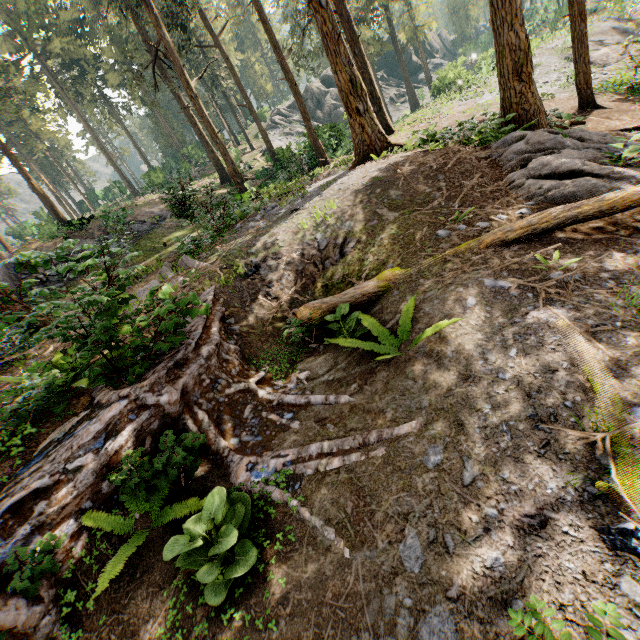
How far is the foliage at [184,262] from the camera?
10.30m

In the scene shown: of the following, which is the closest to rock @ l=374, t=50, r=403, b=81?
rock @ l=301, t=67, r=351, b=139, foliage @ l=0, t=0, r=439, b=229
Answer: foliage @ l=0, t=0, r=439, b=229

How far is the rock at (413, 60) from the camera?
55.0 meters

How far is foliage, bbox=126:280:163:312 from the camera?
4.7m

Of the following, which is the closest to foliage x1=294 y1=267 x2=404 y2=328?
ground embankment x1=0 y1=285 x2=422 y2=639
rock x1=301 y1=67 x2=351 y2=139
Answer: ground embankment x1=0 y1=285 x2=422 y2=639

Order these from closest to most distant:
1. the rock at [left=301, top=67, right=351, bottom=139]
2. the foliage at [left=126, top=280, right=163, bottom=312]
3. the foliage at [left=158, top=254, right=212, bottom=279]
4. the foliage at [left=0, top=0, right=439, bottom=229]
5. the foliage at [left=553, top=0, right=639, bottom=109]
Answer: the foliage at [left=126, top=280, right=163, bottom=312] → the foliage at [left=158, top=254, right=212, bottom=279] → the foliage at [left=553, top=0, right=639, bottom=109] → the foliage at [left=0, top=0, right=439, bottom=229] → the rock at [left=301, top=67, right=351, bottom=139]

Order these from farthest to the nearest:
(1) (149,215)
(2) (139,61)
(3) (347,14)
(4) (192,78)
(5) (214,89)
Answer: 1. (2) (139,61)
2. (4) (192,78)
3. (5) (214,89)
4. (1) (149,215)
5. (3) (347,14)

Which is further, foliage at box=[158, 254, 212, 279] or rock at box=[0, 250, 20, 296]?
foliage at box=[158, 254, 212, 279]
